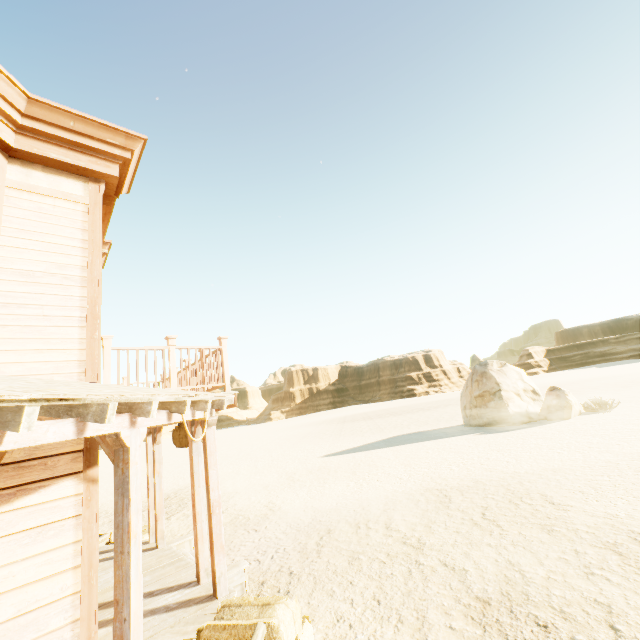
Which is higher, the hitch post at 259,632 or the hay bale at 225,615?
the hitch post at 259,632

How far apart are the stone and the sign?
17.55m

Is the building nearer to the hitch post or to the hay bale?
the hay bale

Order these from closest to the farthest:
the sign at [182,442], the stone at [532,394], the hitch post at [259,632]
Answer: the hitch post at [259,632] → the sign at [182,442] → the stone at [532,394]

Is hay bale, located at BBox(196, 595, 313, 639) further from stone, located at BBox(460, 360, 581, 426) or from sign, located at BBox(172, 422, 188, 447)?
stone, located at BBox(460, 360, 581, 426)

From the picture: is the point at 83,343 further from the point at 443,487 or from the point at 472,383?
the point at 472,383

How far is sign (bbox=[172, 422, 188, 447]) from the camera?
6.9m

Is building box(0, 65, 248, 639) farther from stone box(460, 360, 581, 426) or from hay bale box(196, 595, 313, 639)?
stone box(460, 360, 581, 426)
